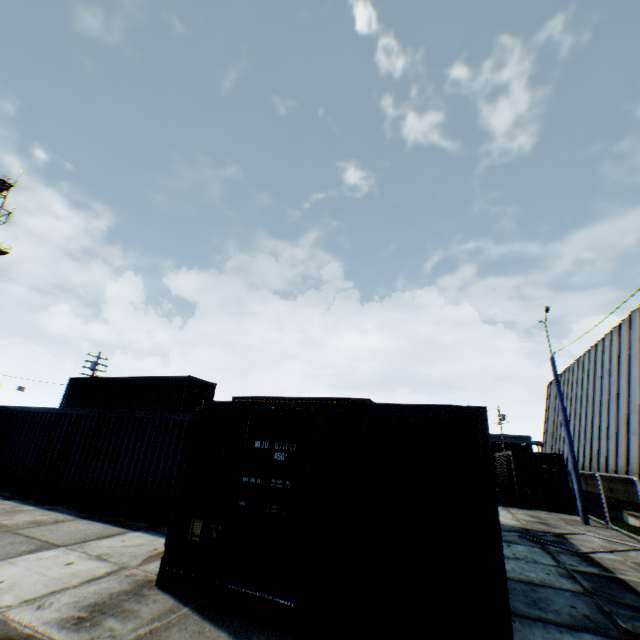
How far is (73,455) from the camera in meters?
11.2 m

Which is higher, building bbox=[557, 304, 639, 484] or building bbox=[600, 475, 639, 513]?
building bbox=[557, 304, 639, 484]

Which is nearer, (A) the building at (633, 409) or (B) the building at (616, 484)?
(B) the building at (616, 484)

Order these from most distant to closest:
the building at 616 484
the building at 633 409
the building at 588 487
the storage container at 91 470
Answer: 1. the building at 588 487
2. the building at 633 409
3. the building at 616 484
4. the storage container at 91 470

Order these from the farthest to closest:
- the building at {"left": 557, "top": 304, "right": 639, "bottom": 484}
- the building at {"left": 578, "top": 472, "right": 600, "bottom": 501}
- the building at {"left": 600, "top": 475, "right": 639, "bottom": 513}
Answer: the building at {"left": 578, "top": 472, "right": 600, "bottom": 501}, the building at {"left": 557, "top": 304, "right": 639, "bottom": 484}, the building at {"left": 600, "top": 475, "right": 639, "bottom": 513}

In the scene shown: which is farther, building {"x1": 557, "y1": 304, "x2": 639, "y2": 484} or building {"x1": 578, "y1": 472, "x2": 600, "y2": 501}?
building {"x1": 578, "y1": 472, "x2": 600, "y2": 501}

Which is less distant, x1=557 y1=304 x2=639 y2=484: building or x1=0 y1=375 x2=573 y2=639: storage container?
x1=0 y1=375 x2=573 y2=639: storage container

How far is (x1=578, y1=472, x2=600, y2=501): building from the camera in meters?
20.9
